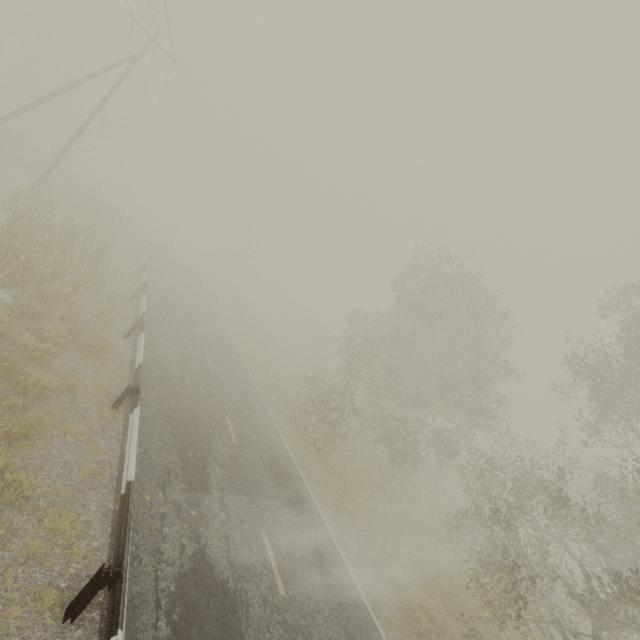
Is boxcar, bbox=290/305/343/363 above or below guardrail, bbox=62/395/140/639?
above

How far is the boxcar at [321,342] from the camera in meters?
49.9 m

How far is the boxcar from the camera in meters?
49.9 m

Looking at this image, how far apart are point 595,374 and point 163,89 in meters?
32.8

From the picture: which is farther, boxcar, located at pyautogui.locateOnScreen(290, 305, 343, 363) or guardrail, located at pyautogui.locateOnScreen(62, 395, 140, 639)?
boxcar, located at pyautogui.locateOnScreen(290, 305, 343, 363)

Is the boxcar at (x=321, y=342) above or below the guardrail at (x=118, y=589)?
above
